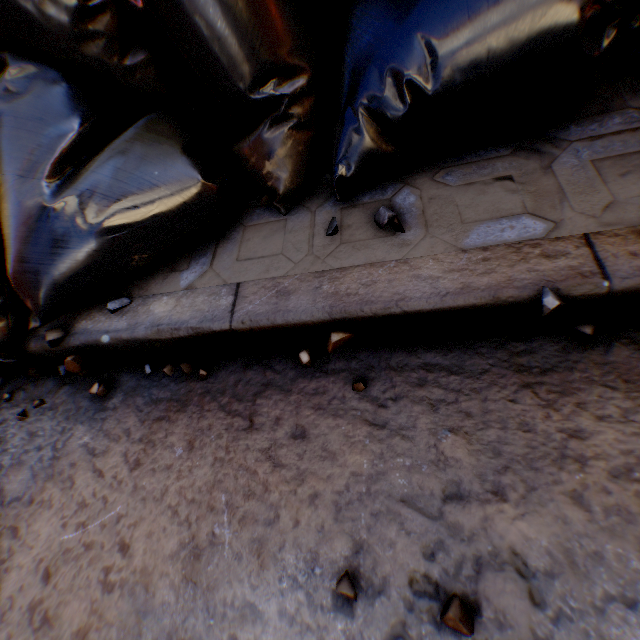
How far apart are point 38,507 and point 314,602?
1.1 meters
